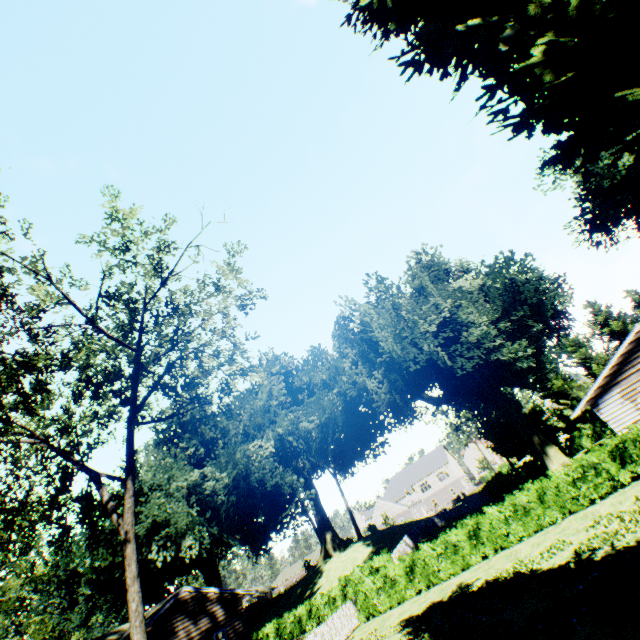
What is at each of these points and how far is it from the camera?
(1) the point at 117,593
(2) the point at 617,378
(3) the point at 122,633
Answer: (1) plant, 29.7 meters
(2) house, 19.6 meters
(3) house, 21.1 meters

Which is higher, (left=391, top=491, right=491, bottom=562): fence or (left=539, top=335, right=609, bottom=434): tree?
(left=539, top=335, right=609, bottom=434): tree

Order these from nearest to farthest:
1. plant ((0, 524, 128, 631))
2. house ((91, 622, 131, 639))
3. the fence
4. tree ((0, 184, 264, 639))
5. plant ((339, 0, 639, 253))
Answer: plant ((339, 0, 639, 253)), tree ((0, 184, 264, 639)), house ((91, 622, 131, 639)), plant ((0, 524, 128, 631)), the fence

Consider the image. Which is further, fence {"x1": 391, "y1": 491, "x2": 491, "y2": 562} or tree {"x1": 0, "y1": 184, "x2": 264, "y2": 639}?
fence {"x1": 391, "y1": 491, "x2": 491, "y2": 562}

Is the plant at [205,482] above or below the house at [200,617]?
above

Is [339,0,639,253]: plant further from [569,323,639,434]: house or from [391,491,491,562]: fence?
[569,323,639,434]: house

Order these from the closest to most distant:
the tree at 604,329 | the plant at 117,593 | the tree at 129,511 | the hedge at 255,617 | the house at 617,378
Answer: the tree at 129,511 → the house at 617,378 → the plant at 117,593 → the tree at 604,329 → the hedge at 255,617

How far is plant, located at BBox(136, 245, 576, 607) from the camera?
26.8 meters
